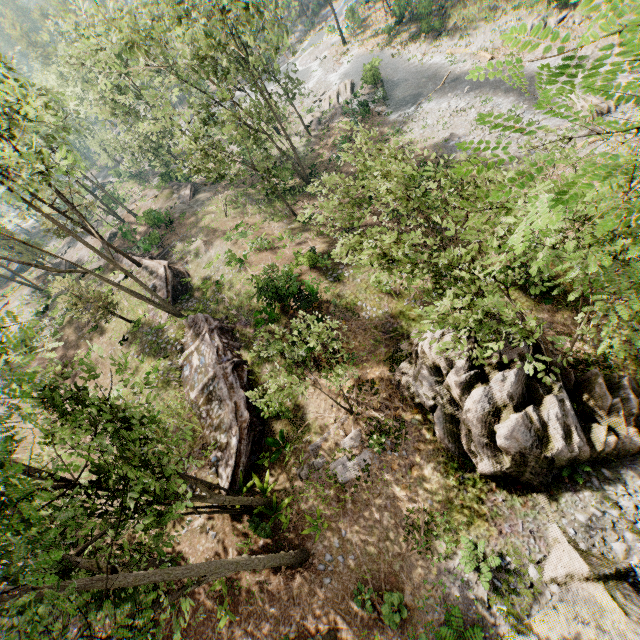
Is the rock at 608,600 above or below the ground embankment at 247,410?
below

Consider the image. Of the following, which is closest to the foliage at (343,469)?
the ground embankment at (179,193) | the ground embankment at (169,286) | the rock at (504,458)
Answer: the rock at (504,458)

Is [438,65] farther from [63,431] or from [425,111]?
[63,431]

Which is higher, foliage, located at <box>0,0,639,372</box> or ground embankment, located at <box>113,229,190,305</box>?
foliage, located at <box>0,0,639,372</box>

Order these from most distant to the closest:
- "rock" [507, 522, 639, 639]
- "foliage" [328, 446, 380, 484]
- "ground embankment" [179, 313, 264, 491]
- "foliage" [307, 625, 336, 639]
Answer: "ground embankment" [179, 313, 264, 491], "foliage" [328, 446, 380, 484], "foliage" [307, 625, 336, 639], "rock" [507, 522, 639, 639]

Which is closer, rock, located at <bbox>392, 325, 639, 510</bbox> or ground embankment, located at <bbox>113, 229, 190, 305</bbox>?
rock, located at <bbox>392, 325, 639, 510</bbox>

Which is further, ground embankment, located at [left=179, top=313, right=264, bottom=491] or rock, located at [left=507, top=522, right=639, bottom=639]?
ground embankment, located at [left=179, top=313, right=264, bottom=491]

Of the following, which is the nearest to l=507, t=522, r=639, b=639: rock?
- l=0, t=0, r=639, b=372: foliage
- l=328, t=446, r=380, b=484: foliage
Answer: l=0, t=0, r=639, b=372: foliage
